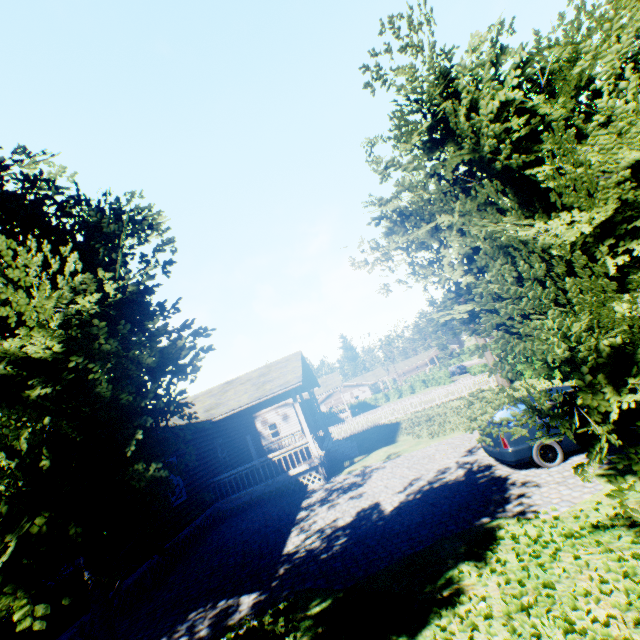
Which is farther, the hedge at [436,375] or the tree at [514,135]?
the hedge at [436,375]

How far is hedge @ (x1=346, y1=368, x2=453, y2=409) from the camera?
45.77m

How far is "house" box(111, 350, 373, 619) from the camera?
11.3m

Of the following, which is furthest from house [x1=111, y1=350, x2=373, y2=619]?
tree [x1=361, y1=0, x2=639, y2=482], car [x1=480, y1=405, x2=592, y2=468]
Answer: car [x1=480, y1=405, x2=592, y2=468]

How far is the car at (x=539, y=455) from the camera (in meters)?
8.07

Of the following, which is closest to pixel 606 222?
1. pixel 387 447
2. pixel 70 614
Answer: pixel 70 614

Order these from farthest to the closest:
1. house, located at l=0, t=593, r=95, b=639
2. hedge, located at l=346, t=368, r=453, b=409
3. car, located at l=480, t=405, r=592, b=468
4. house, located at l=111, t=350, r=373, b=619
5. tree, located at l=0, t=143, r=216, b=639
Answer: hedge, located at l=346, t=368, r=453, b=409
house, located at l=111, t=350, r=373, b=619
car, located at l=480, t=405, r=592, b=468
house, located at l=0, t=593, r=95, b=639
tree, located at l=0, t=143, r=216, b=639
